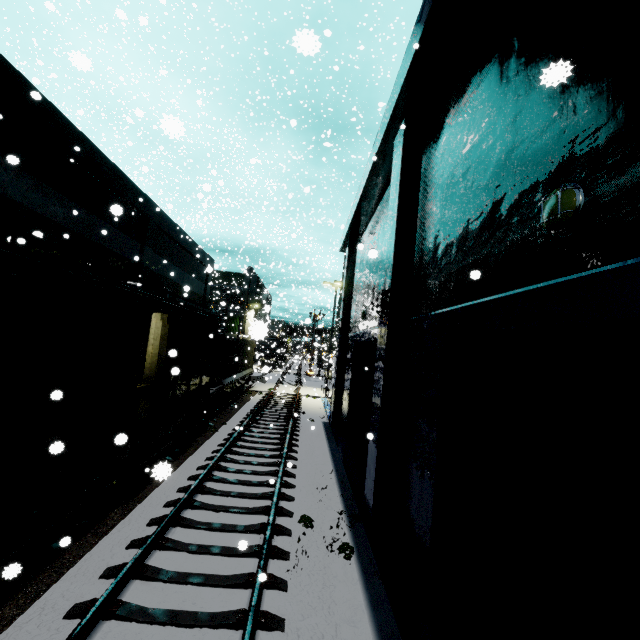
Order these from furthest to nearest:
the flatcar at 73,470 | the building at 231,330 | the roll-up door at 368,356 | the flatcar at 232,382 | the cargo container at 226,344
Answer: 1. the building at 231,330
2. the cargo container at 226,344
3. the flatcar at 232,382
4. the roll-up door at 368,356
5. the flatcar at 73,470

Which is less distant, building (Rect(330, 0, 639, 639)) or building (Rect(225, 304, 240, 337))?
building (Rect(330, 0, 639, 639))

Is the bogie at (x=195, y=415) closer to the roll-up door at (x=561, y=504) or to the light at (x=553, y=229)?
the roll-up door at (x=561, y=504)

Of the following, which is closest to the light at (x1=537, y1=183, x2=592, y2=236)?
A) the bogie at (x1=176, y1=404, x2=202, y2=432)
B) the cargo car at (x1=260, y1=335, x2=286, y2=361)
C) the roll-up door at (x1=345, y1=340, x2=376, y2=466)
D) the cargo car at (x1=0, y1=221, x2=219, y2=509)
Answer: the cargo car at (x1=0, y1=221, x2=219, y2=509)

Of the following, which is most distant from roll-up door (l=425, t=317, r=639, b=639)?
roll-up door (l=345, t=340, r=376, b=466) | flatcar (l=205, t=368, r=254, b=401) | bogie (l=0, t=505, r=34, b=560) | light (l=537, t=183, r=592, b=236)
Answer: flatcar (l=205, t=368, r=254, b=401)

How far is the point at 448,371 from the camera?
5.4m

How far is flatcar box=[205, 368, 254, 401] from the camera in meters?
15.4 m

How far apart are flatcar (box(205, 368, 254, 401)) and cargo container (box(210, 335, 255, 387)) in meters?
0.0
